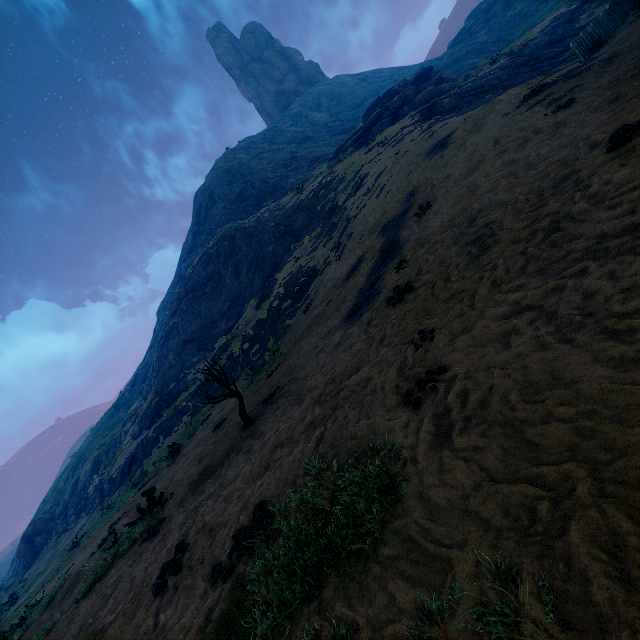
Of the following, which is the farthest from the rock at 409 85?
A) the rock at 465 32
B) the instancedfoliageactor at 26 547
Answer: the instancedfoliageactor at 26 547

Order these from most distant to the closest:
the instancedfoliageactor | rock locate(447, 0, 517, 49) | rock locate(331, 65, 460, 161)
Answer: rock locate(447, 0, 517, 49) < the instancedfoliageactor < rock locate(331, 65, 460, 161)

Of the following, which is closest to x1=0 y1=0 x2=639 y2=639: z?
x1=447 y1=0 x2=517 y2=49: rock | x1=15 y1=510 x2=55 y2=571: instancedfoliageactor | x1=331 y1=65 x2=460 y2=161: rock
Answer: x1=15 y1=510 x2=55 y2=571: instancedfoliageactor

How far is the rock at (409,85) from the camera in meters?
26.8

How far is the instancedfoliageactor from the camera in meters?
28.1 m

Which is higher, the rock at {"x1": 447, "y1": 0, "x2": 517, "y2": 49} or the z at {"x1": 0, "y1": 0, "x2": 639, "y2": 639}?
the rock at {"x1": 447, "y1": 0, "x2": 517, "y2": 49}

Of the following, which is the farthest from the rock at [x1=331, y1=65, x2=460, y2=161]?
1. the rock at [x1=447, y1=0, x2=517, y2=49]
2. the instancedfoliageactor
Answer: the instancedfoliageactor

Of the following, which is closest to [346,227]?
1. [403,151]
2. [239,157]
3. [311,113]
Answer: [403,151]
